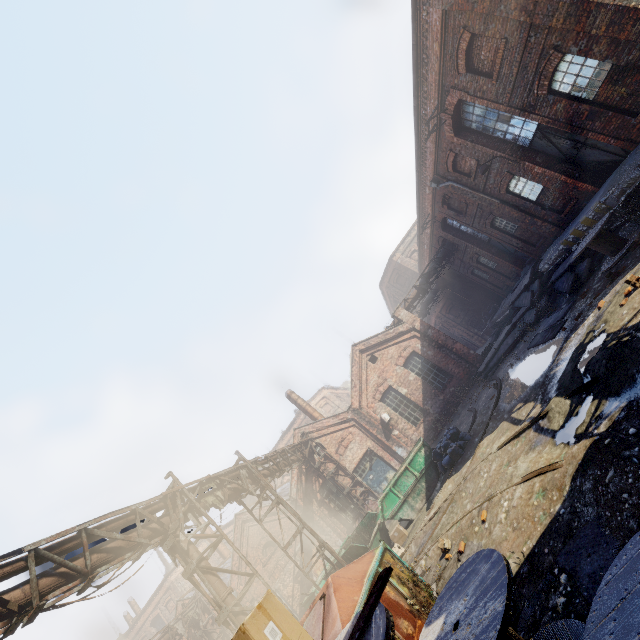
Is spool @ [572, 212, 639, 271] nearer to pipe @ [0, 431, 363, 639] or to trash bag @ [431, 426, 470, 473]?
trash bag @ [431, 426, 470, 473]

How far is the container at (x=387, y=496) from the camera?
12.5 meters

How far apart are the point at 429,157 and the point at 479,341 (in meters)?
26.54

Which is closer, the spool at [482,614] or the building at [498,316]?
the spool at [482,614]

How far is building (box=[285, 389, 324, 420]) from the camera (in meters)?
23.77

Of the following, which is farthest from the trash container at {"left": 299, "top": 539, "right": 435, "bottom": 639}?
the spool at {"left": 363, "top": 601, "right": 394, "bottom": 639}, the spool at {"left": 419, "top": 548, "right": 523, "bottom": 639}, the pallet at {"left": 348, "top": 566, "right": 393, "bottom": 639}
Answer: the pallet at {"left": 348, "top": 566, "right": 393, "bottom": 639}

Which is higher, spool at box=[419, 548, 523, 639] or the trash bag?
spool at box=[419, 548, 523, 639]

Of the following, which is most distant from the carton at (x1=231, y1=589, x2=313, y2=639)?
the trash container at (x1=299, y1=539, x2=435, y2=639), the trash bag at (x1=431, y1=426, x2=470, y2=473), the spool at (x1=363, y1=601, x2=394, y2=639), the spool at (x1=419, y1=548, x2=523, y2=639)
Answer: the trash bag at (x1=431, y1=426, x2=470, y2=473)
